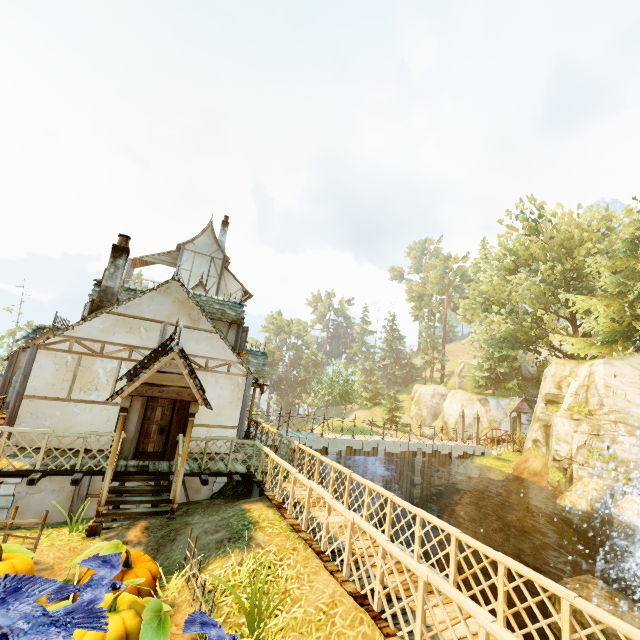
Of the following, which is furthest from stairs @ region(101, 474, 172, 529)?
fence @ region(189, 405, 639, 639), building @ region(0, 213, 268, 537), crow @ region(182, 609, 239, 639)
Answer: crow @ region(182, 609, 239, 639)

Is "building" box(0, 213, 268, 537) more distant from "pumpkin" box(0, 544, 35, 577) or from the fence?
"pumpkin" box(0, 544, 35, 577)

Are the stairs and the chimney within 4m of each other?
no

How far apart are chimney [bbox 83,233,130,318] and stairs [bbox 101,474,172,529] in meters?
5.6

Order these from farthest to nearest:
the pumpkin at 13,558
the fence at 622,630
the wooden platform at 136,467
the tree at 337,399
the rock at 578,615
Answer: the tree at 337,399
the rock at 578,615
the wooden platform at 136,467
the pumpkin at 13,558
the fence at 622,630

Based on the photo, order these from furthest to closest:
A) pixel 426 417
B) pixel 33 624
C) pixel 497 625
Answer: pixel 426 417 → pixel 497 625 → pixel 33 624

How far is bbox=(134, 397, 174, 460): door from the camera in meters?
10.4

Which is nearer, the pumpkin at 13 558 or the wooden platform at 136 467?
the pumpkin at 13 558
